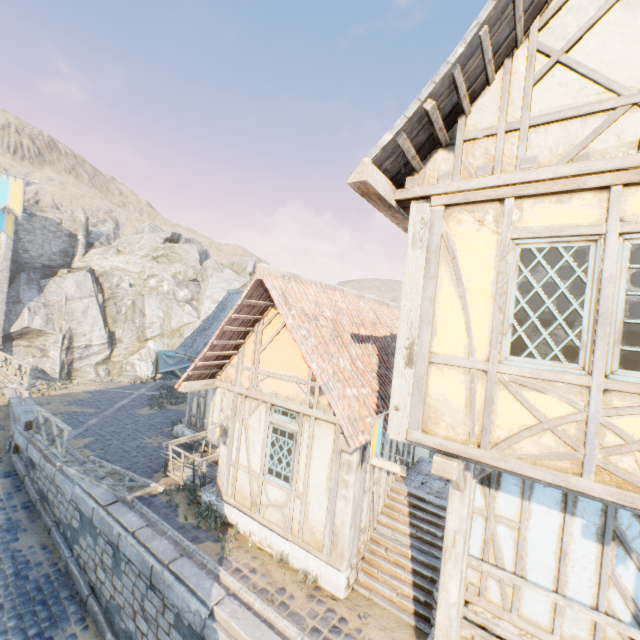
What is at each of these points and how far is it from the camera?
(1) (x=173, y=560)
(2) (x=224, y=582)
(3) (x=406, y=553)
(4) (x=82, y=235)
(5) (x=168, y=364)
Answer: (1) stone blocks, 6.58m
(2) stone gutter, 6.32m
(3) stairs, 6.80m
(4) chimney, 36.16m
(5) fabric, 15.27m

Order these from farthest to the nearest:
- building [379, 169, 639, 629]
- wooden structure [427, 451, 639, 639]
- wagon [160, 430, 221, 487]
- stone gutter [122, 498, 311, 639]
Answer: wagon [160, 430, 221, 487], stone gutter [122, 498, 311, 639], wooden structure [427, 451, 639, 639], building [379, 169, 639, 629]

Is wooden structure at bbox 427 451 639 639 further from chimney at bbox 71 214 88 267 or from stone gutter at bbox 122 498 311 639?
chimney at bbox 71 214 88 267

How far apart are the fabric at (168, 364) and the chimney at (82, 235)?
28.1m

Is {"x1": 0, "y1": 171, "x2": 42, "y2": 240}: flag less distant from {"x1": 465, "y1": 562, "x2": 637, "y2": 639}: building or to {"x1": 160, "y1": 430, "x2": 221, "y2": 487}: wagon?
{"x1": 465, "y1": 562, "x2": 637, "y2": 639}: building

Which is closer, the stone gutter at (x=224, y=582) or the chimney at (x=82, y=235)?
the stone gutter at (x=224, y=582)

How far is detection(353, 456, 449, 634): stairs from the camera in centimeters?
615cm

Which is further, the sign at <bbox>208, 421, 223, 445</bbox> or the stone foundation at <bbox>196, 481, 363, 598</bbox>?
the sign at <bbox>208, 421, 223, 445</bbox>
